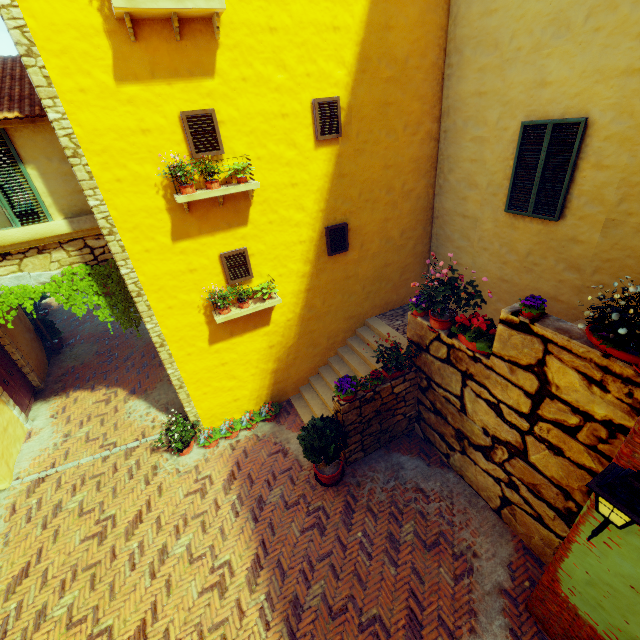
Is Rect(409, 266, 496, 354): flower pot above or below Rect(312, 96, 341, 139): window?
below

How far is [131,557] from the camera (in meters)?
6.21

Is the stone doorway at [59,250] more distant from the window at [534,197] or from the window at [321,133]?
the window at [534,197]

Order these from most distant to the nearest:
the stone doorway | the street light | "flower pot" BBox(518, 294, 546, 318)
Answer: the stone doorway
"flower pot" BBox(518, 294, 546, 318)
the street light

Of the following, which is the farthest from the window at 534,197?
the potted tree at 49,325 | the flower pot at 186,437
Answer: the potted tree at 49,325

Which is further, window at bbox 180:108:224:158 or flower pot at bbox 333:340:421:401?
flower pot at bbox 333:340:421:401

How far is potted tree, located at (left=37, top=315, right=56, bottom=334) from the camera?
11.0 meters

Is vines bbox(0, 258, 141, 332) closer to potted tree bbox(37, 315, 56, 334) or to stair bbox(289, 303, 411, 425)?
stair bbox(289, 303, 411, 425)
